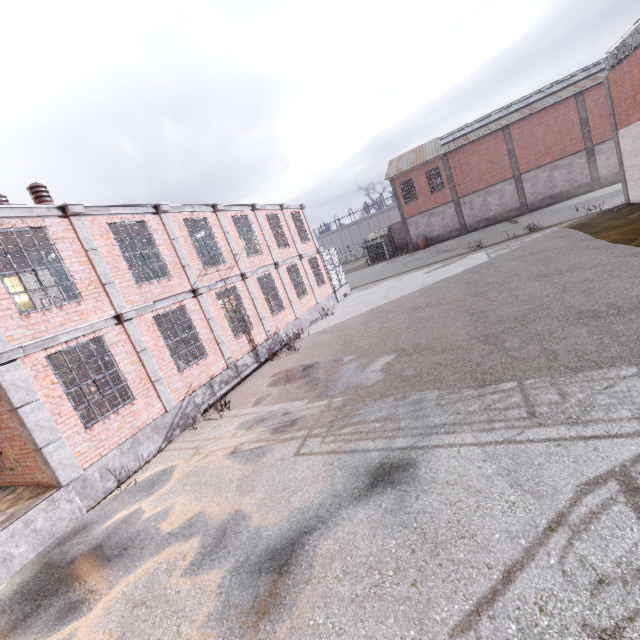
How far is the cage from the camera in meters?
22.8

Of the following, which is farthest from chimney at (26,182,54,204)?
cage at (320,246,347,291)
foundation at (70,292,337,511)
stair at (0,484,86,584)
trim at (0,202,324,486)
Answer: cage at (320,246,347,291)

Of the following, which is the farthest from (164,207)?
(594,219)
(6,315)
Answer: (594,219)

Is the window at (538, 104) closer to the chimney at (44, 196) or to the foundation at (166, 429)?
the foundation at (166, 429)

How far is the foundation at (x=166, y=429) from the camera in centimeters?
767cm

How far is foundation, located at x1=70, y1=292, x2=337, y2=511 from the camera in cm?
767

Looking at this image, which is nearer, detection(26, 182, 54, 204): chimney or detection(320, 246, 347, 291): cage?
detection(26, 182, 54, 204): chimney

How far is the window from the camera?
29.6 meters
